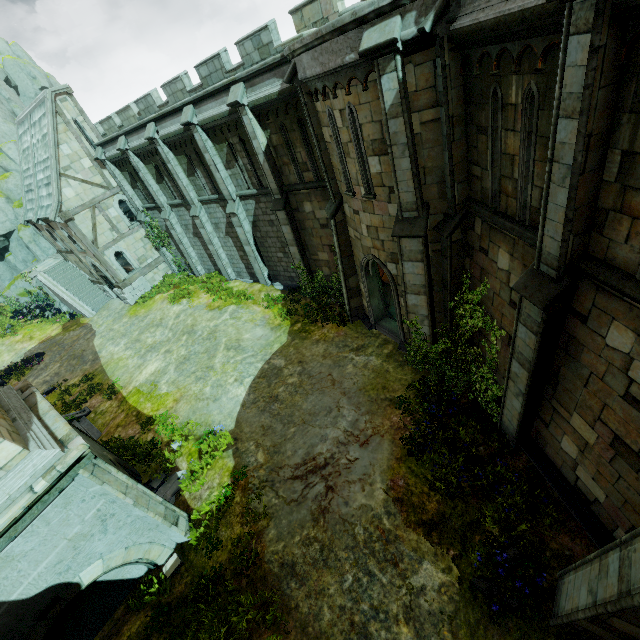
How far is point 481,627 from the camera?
6.8 meters

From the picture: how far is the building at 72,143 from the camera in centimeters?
2047cm

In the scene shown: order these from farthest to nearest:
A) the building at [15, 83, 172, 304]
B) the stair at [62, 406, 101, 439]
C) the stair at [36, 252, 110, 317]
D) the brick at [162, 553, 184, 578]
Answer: the stair at [36, 252, 110, 317] → the building at [15, 83, 172, 304] → the stair at [62, 406, 101, 439] → the brick at [162, 553, 184, 578]

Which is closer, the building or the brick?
the brick

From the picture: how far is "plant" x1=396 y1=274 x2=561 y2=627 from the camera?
7.1 meters

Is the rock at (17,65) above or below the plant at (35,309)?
above

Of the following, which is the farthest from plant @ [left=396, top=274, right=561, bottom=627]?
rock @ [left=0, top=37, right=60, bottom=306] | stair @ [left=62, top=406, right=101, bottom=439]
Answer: rock @ [left=0, top=37, right=60, bottom=306]

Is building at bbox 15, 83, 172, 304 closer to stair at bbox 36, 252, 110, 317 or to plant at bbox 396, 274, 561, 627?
stair at bbox 36, 252, 110, 317
